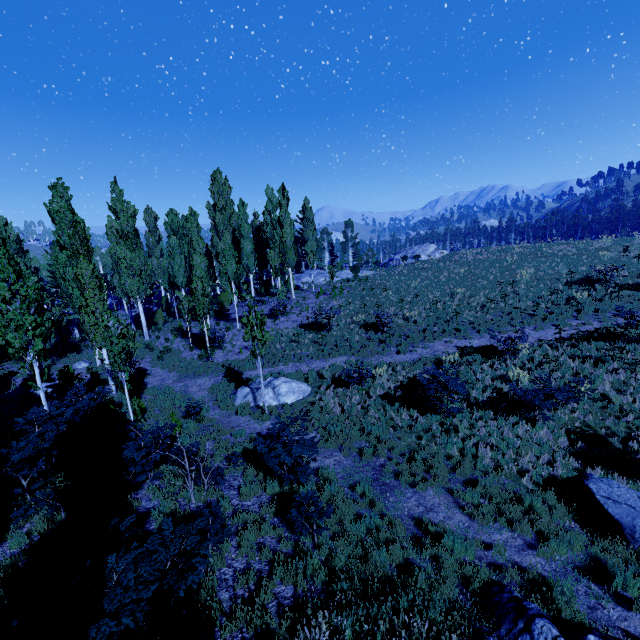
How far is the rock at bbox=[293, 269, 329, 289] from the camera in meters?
36.1

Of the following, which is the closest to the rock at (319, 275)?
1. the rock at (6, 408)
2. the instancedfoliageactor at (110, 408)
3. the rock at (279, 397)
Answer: the instancedfoliageactor at (110, 408)

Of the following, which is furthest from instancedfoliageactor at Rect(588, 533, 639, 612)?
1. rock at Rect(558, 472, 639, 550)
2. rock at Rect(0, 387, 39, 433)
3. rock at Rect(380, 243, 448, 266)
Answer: rock at Rect(380, 243, 448, 266)

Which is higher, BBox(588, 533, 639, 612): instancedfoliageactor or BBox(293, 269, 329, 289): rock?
BBox(293, 269, 329, 289): rock

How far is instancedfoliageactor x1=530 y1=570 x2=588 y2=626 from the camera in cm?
549

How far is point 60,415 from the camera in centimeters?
1050cm

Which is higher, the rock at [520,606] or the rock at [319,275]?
the rock at [319,275]

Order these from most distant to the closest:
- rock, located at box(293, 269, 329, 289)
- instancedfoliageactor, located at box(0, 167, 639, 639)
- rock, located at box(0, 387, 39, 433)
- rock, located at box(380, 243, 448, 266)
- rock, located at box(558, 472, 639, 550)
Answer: rock, located at box(380, 243, 448, 266), rock, located at box(293, 269, 329, 289), rock, located at box(0, 387, 39, 433), rock, located at box(558, 472, 639, 550), instancedfoliageactor, located at box(0, 167, 639, 639)
